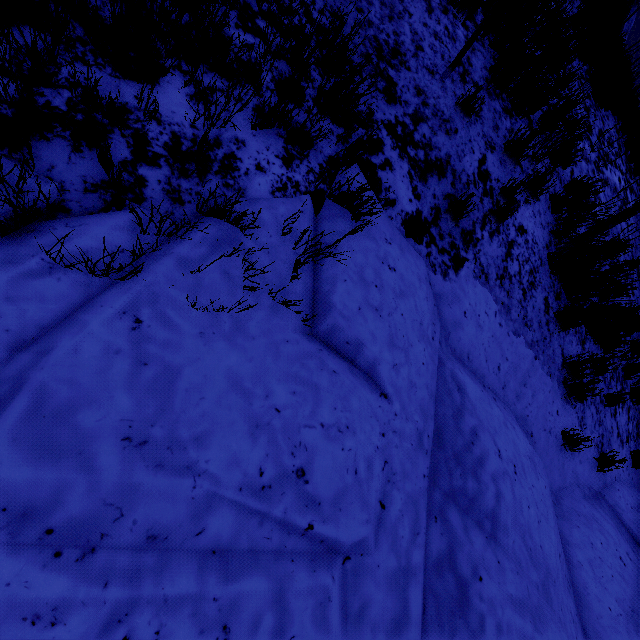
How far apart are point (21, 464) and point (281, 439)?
0.9 meters

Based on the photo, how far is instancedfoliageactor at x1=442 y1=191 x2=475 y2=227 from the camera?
3.1 meters

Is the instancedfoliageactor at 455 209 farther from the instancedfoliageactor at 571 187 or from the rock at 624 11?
the rock at 624 11

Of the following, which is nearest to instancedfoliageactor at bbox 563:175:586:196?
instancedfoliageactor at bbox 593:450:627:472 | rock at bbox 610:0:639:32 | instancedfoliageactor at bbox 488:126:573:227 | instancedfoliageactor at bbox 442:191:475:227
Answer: instancedfoliageactor at bbox 488:126:573:227

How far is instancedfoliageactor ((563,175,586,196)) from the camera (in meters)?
4.50

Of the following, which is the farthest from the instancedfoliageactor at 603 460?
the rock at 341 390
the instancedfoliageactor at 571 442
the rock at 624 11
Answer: the rock at 624 11

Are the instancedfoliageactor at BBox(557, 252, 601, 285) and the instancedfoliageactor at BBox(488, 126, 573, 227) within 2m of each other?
yes

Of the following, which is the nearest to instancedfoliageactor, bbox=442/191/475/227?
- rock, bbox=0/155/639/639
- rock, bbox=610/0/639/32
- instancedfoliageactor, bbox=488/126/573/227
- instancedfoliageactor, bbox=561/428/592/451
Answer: rock, bbox=0/155/639/639
